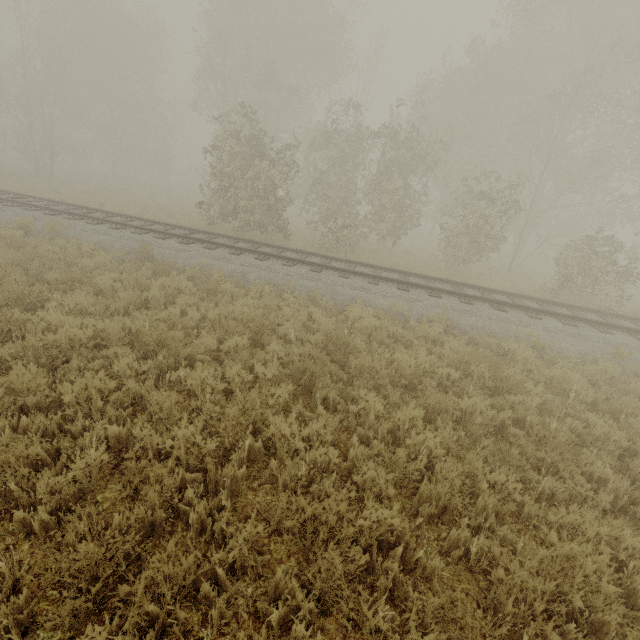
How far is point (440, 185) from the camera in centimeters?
2338cm
